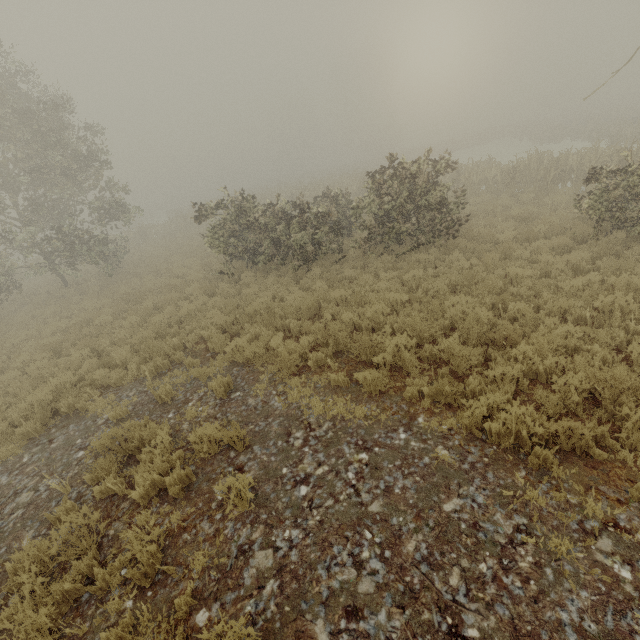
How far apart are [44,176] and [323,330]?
16.75m
